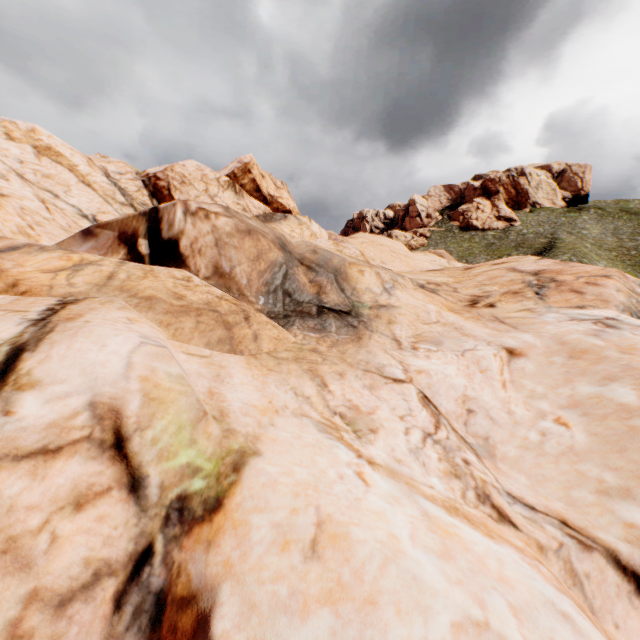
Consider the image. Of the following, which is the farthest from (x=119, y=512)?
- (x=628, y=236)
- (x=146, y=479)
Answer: (x=628, y=236)
